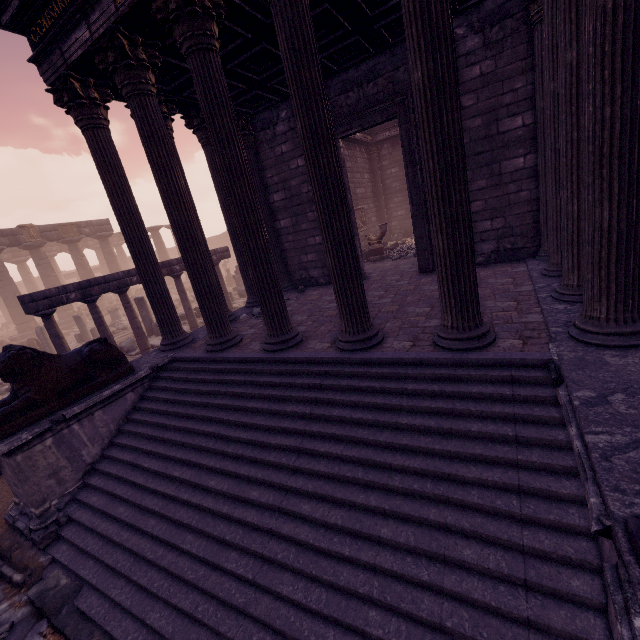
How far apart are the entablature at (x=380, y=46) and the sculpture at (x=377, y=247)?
5.0m

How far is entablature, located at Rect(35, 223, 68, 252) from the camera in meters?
21.8

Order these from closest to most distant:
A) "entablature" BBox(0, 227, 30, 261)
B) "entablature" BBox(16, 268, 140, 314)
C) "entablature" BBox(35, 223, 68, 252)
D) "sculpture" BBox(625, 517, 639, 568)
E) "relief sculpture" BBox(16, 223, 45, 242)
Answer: "sculpture" BBox(625, 517, 639, 568)
"entablature" BBox(16, 268, 140, 314)
"entablature" BBox(0, 227, 30, 261)
"relief sculpture" BBox(16, 223, 45, 242)
"entablature" BBox(35, 223, 68, 252)

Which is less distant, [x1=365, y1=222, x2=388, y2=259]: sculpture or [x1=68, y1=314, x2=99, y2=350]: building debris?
[x1=365, y1=222, x2=388, y2=259]: sculpture

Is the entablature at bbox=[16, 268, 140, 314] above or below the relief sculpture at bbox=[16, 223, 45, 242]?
below

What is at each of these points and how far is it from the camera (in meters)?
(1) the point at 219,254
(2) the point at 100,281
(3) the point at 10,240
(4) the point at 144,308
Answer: (1) entablature, 14.16
(2) entablature, 9.99
(3) entablature, 20.33
(4) building debris, 13.48

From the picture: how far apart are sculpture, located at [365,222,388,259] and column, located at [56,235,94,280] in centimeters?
2234cm

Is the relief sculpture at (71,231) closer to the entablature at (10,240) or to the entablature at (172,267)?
the entablature at (10,240)
